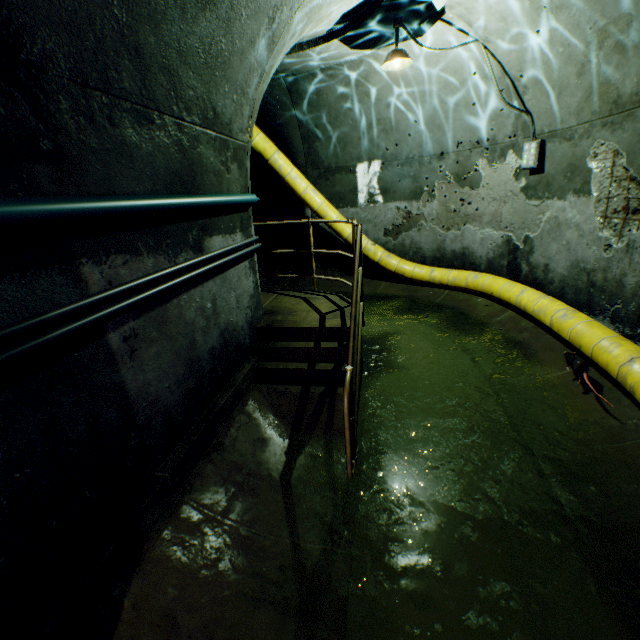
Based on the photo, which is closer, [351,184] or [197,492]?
[197,492]

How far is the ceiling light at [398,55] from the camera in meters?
4.3 m

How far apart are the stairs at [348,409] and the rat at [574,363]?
2.46m

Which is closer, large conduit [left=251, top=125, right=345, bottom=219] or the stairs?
the stairs

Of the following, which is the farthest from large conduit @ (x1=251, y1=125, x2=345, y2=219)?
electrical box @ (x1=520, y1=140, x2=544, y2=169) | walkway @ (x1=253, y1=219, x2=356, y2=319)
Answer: electrical box @ (x1=520, y1=140, x2=544, y2=169)

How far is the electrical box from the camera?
5.0m

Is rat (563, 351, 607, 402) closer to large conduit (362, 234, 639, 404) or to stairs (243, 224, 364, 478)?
large conduit (362, 234, 639, 404)

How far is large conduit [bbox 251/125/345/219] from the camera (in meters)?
6.91
